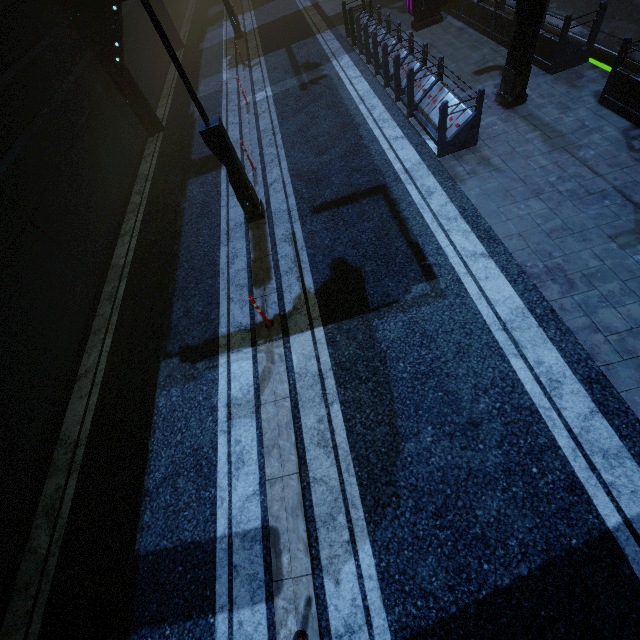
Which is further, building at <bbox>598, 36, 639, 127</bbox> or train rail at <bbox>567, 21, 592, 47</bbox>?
train rail at <bbox>567, 21, 592, 47</bbox>

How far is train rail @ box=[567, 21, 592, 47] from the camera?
10.3m

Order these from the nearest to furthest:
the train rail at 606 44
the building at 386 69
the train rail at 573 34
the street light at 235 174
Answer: the street light at 235 174, the building at 386 69, the train rail at 606 44, the train rail at 573 34

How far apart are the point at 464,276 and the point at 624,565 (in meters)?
4.46

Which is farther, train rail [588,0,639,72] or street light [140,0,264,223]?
train rail [588,0,639,72]

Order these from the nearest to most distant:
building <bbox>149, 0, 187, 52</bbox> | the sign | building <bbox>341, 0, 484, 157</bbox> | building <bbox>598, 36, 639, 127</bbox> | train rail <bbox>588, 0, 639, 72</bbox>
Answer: building <bbox>598, 36, 639, 127</bbox> → building <bbox>341, 0, 484, 157</bbox> → train rail <bbox>588, 0, 639, 72</bbox> → the sign → building <bbox>149, 0, 187, 52</bbox>

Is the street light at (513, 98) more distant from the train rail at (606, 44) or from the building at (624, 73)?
the train rail at (606, 44)

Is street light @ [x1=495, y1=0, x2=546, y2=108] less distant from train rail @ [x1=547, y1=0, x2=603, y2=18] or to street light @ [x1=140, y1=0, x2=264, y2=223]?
train rail @ [x1=547, y1=0, x2=603, y2=18]
